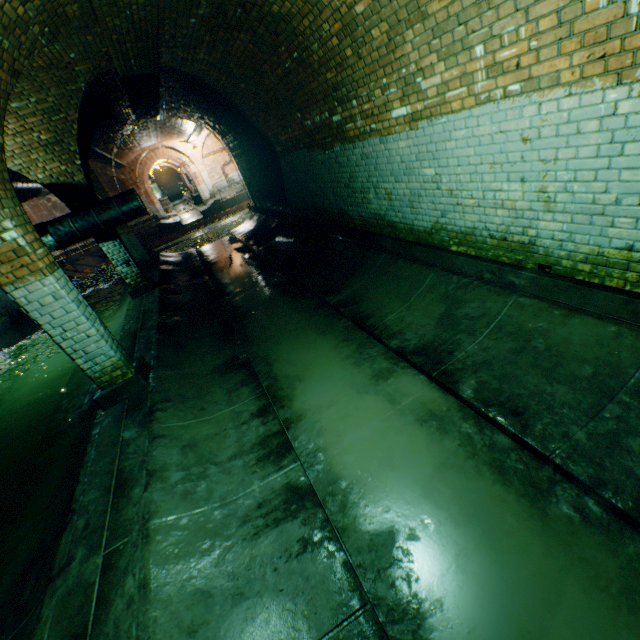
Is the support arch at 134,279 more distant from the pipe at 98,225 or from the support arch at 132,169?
the support arch at 132,169

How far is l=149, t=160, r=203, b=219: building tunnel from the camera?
30.0 meters

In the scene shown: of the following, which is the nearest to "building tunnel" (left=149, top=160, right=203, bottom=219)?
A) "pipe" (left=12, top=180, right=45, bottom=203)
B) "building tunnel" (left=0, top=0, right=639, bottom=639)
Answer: "pipe" (left=12, top=180, right=45, bottom=203)

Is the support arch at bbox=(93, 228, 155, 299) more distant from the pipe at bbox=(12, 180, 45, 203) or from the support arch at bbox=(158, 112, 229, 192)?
the support arch at bbox=(158, 112, 229, 192)

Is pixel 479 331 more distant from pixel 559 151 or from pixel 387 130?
pixel 387 130

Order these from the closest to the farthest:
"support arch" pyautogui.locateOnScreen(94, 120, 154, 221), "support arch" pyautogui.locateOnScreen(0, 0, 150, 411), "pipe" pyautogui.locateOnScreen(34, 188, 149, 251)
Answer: "support arch" pyautogui.locateOnScreen(0, 0, 150, 411) → "pipe" pyautogui.locateOnScreen(34, 188, 149, 251) → "support arch" pyautogui.locateOnScreen(94, 120, 154, 221)

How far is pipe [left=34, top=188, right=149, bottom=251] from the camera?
7.1 meters

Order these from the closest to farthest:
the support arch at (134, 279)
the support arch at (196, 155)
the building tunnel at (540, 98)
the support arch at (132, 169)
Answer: the building tunnel at (540, 98), the support arch at (134, 279), the support arch at (132, 169), the support arch at (196, 155)
